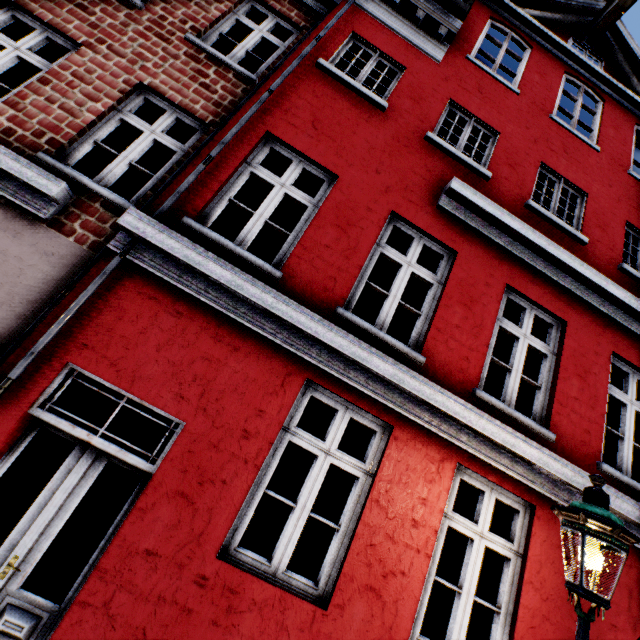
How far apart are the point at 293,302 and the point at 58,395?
2.3m

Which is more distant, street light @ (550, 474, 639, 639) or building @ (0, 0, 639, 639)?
building @ (0, 0, 639, 639)

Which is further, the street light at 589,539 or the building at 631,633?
the building at 631,633

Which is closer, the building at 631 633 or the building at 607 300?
the building at 607 300

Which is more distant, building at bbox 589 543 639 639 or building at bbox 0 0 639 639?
building at bbox 589 543 639 639

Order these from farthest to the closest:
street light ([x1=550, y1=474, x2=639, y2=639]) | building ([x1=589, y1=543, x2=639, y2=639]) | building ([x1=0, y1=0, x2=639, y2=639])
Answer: building ([x1=589, y1=543, x2=639, y2=639]), building ([x1=0, y1=0, x2=639, y2=639]), street light ([x1=550, y1=474, x2=639, y2=639])
